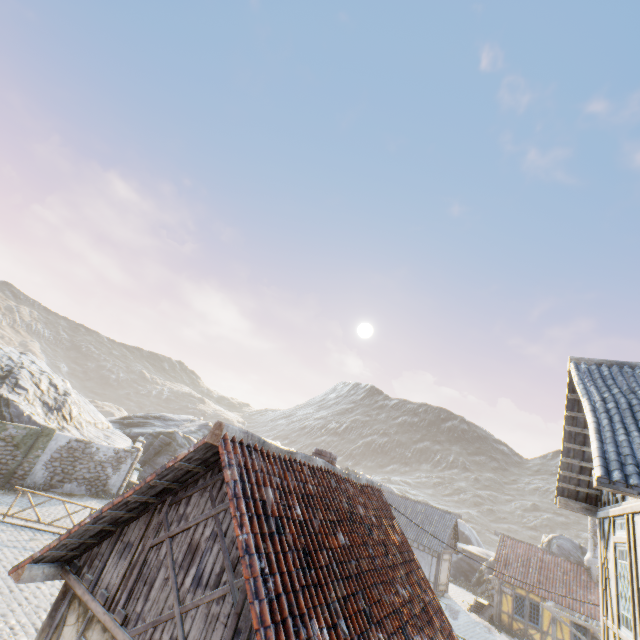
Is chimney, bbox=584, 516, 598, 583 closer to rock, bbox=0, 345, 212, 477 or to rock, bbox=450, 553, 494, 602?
rock, bbox=450, 553, 494, 602

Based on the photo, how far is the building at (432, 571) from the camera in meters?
26.1 m

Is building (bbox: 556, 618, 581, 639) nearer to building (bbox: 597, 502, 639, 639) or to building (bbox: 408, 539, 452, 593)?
building (bbox: 408, 539, 452, 593)

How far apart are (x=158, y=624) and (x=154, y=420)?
40.8m

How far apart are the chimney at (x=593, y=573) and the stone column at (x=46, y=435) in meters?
36.2 m

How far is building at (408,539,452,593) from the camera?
26.1m

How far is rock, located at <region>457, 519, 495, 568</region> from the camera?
33.75m

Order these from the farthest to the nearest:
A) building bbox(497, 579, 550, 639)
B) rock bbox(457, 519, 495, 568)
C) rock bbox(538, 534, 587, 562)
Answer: rock bbox(457, 519, 495, 568), rock bbox(538, 534, 587, 562), building bbox(497, 579, 550, 639)
